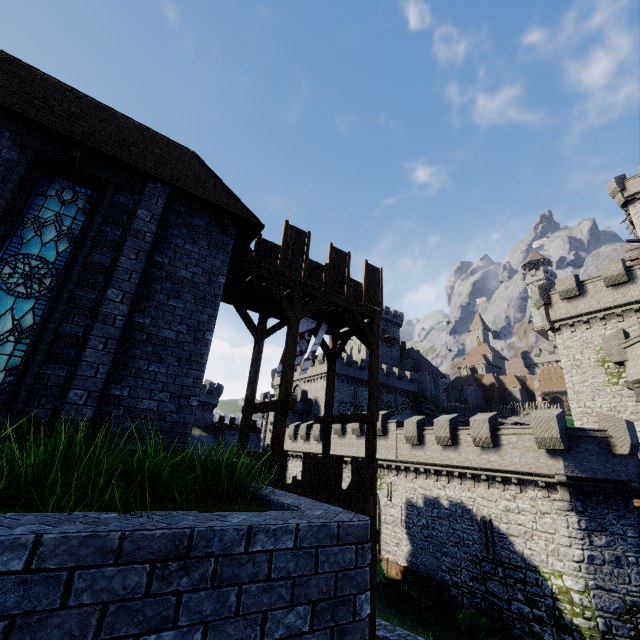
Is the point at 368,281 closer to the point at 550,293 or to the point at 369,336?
the point at 369,336

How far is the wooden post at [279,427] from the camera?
9.5m

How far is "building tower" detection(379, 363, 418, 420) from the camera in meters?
55.7

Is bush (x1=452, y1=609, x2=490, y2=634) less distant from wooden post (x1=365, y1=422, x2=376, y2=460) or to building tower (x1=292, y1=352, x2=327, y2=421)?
wooden post (x1=365, y1=422, x2=376, y2=460)

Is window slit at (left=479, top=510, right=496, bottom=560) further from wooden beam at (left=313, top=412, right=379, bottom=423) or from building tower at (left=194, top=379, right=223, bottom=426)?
building tower at (left=194, top=379, right=223, bottom=426)

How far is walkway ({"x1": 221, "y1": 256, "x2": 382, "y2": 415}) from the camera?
10.90m

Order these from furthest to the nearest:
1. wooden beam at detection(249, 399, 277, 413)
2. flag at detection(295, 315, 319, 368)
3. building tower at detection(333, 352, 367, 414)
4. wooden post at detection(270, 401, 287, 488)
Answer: building tower at detection(333, 352, 367, 414) → flag at detection(295, 315, 319, 368) → wooden beam at detection(249, 399, 277, 413) → wooden post at detection(270, 401, 287, 488)

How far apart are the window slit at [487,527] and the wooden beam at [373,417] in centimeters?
1442cm
